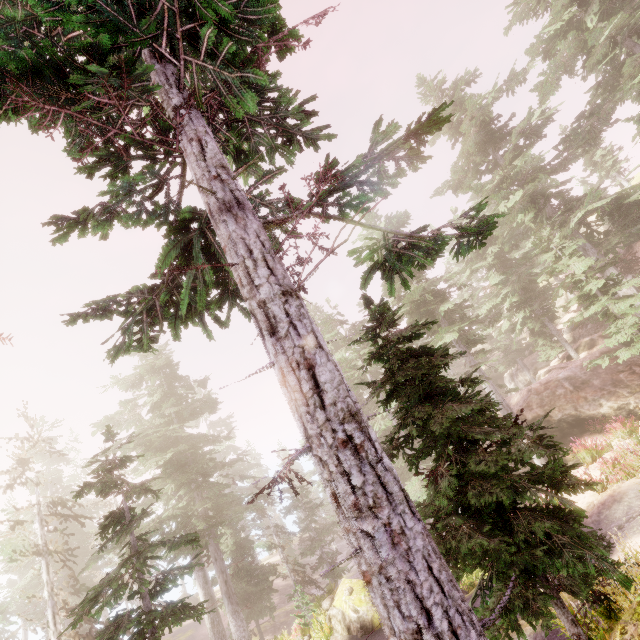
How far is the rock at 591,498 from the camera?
11.74m

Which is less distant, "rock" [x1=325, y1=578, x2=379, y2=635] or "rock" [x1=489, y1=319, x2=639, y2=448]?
"rock" [x1=325, y1=578, x2=379, y2=635]

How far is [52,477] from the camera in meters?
37.6 m

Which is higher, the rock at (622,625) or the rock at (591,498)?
the rock at (622,625)

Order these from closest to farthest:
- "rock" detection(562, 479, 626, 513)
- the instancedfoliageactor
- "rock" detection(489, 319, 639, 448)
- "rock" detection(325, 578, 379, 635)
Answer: the instancedfoliageactor, "rock" detection(562, 479, 626, 513), "rock" detection(325, 578, 379, 635), "rock" detection(489, 319, 639, 448)

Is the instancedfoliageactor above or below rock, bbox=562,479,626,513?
above

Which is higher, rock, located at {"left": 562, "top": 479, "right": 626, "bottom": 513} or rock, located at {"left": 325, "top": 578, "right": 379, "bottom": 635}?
rock, located at {"left": 562, "top": 479, "right": 626, "bottom": 513}
